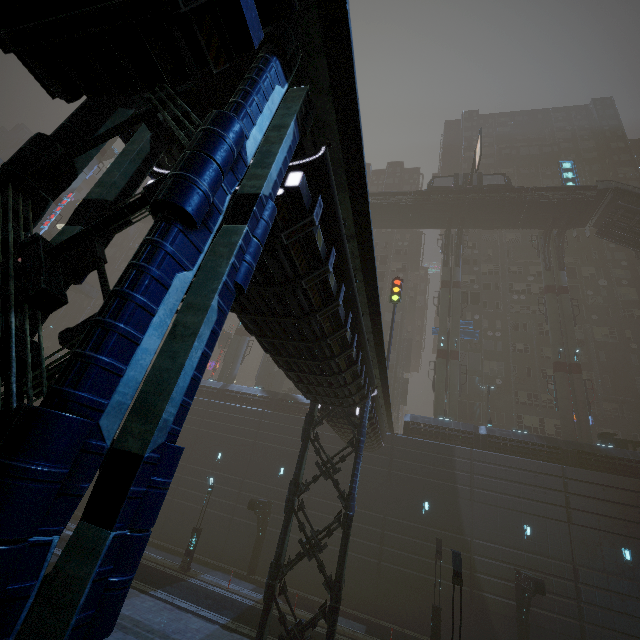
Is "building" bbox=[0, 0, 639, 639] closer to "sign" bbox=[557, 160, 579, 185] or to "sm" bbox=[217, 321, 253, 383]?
"sm" bbox=[217, 321, 253, 383]

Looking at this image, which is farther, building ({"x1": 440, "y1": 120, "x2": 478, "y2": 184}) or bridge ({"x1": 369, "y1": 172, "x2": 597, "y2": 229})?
building ({"x1": 440, "y1": 120, "x2": 478, "y2": 184})

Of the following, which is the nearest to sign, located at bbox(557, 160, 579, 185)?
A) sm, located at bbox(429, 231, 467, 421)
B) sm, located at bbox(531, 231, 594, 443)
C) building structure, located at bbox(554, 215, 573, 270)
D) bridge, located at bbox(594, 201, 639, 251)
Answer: building structure, located at bbox(554, 215, 573, 270)

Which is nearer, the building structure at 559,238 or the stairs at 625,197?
the stairs at 625,197

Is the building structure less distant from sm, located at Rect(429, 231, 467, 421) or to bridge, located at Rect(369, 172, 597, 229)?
bridge, located at Rect(369, 172, 597, 229)

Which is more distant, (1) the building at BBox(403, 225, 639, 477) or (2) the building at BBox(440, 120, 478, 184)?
(2) the building at BBox(440, 120, 478, 184)

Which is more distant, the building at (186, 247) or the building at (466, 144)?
the building at (466, 144)

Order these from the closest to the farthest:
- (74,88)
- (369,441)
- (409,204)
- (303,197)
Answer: (74,88) < (303,197) < (369,441) < (409,204)
